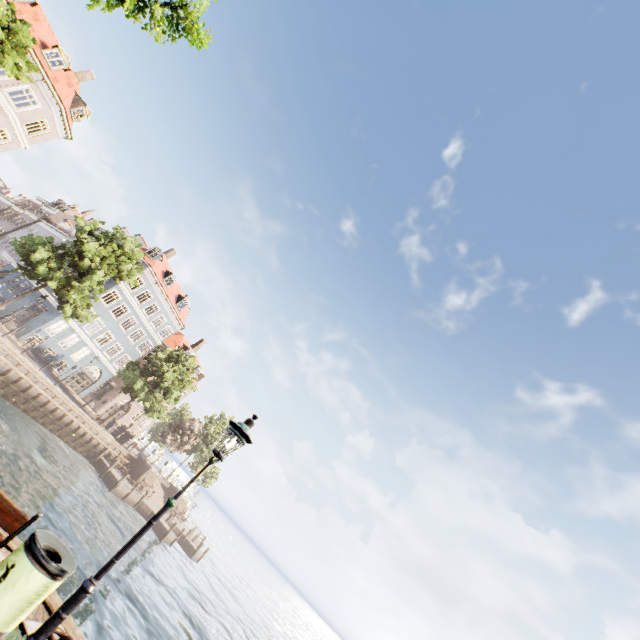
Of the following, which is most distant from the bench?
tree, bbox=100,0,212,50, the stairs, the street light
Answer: the stairs

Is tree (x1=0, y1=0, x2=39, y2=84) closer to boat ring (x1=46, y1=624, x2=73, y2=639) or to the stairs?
boat ring (x1=46, y1=624, x2=73, y2=639)

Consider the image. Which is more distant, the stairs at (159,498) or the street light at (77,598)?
the stairs at (159,498)

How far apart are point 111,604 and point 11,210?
64.15m

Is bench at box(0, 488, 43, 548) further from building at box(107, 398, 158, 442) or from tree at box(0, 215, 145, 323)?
building at box(107, 398, 158, 442)

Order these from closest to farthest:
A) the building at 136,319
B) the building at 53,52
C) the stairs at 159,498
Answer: the building at 53,52, the building at 136,319, the stairs at 159,498

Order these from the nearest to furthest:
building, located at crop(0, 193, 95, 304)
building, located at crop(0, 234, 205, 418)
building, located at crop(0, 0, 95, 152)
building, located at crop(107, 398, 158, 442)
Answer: building, located at crop(0, 0, 95, 152) → building, located at crop(0, 234, 205, 418) → building, located at crop(0, 193, 95, 304) → building, located at crop(107, 398, 158, 442)

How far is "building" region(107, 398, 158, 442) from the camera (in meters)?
41.03
